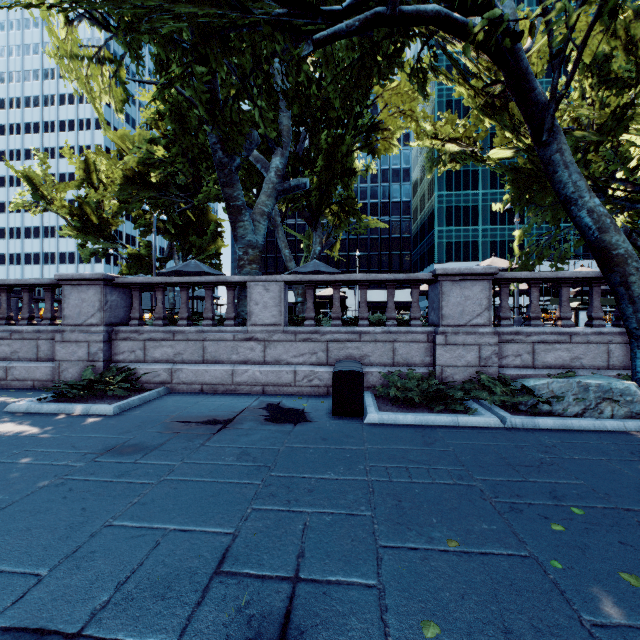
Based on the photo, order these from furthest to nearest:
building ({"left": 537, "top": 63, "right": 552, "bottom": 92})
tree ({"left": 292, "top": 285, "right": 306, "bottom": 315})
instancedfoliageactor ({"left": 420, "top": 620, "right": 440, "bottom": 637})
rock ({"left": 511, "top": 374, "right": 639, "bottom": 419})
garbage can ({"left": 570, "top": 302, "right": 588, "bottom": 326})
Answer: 1. building ({"left": 537, "top": 63, "right": 552, "bottom": 92})
2. tree ({"left": 292, "top": 285, "right": 306, "bottom": 315})
3. garbage can ({"left": 570, "top": 302, "right": 588, "bottom": 326})
4. rock ({"left": 511, "top": 374, "right": 639, "bottom": 419})
5. instancedfoliageactor ({"left": 420, "top": 620, "right": 440, "bottom": 637})

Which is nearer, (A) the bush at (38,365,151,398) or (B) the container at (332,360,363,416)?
(B) the container at (332,360,363,416)

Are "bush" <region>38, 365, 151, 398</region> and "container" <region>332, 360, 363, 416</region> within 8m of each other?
yes

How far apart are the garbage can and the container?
8.71m

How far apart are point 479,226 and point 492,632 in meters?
67.5

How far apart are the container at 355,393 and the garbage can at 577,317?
8.7 meters

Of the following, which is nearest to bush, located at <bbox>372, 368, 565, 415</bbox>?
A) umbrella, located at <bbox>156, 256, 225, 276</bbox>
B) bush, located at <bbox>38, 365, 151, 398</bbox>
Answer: bush, located at <bbox>38, 365, 151, 398</bbox>

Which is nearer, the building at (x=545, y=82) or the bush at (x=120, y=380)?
the bush at (x=120, y=380)
